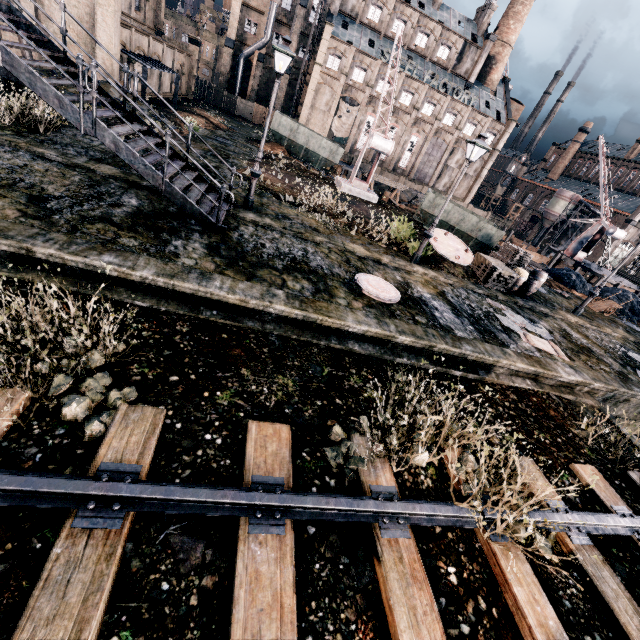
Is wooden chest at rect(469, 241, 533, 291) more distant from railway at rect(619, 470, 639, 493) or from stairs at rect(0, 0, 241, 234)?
stairs at rect(0, 0, 241, 234)

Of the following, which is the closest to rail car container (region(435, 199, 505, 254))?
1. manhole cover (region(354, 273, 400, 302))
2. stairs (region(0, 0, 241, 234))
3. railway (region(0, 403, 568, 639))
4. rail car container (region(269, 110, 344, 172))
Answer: manhole cover (region(354, 273, 400, 302))

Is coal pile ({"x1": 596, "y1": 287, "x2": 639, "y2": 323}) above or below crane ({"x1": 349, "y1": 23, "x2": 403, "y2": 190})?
below

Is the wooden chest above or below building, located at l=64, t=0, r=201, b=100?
below

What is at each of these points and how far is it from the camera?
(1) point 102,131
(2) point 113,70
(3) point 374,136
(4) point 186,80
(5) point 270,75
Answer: (1) stairs, 8.7m
(2) building, 22.8m
(3) crane, 21.7m
(4) building, 43.9m
(5) building, 54.4m

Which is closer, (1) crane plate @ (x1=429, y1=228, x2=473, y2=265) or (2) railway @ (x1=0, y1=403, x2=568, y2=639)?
(2) railway @ (x1=0, y1=403, x2=568, y2=639)

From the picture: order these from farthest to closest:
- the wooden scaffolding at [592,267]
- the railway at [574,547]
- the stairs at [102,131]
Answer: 1. the wooden scaffolding at [592,267]
2. the stairs at [102,131]
3. the railway at [574,547]

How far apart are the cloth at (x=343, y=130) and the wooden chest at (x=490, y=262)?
47.78m
